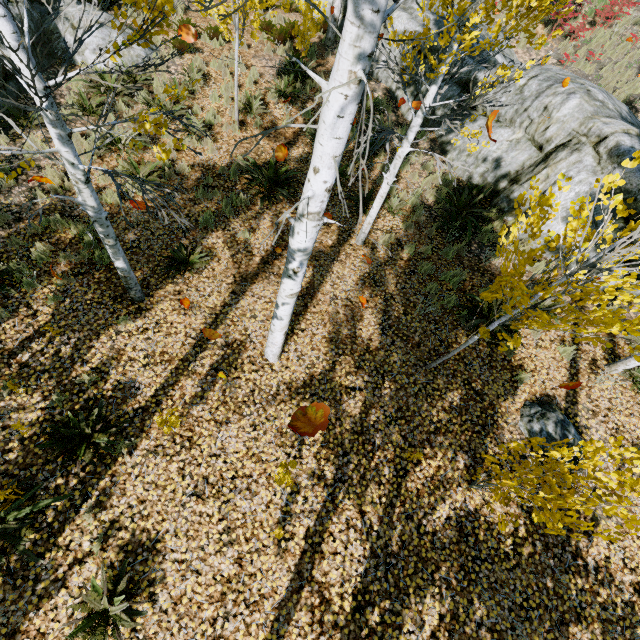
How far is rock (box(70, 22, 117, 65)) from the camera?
8.4m

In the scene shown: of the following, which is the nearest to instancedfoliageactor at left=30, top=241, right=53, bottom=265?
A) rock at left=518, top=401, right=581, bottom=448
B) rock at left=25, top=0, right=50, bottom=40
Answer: rock at left=25, top=0, right=50, bottom=40

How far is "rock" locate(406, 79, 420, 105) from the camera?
10.11m

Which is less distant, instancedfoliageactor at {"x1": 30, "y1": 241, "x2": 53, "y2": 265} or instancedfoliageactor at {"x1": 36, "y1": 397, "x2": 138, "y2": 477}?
instancedfoliageactor at {"x1": 36, "y1": 397, "x2": 138, "y2": 477}

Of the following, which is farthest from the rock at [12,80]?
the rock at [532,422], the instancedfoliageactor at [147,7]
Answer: the rock at [532,422]

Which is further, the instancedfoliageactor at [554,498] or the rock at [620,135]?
the rock at [620,135]

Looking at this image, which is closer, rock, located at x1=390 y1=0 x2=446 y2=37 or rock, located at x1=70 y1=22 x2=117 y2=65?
rock, located at x1=70 y1=22 x2=117 y2=65

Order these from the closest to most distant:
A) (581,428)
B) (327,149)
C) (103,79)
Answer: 1. (327,149)
2. (581,428)
3. (103,79)
